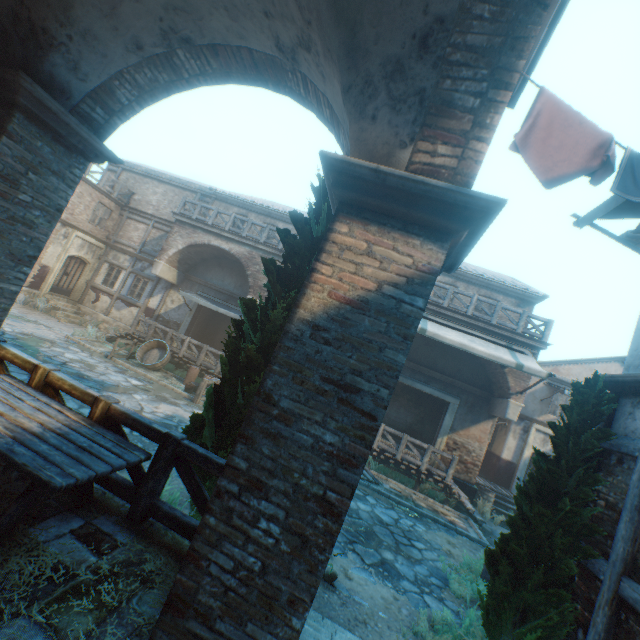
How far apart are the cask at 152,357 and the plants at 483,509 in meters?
14.7 m

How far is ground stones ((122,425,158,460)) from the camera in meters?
7.3

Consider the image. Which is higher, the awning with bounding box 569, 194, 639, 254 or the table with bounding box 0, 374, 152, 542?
the awning with bounding box 569, 194, 639, 254

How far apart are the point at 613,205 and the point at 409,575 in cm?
749

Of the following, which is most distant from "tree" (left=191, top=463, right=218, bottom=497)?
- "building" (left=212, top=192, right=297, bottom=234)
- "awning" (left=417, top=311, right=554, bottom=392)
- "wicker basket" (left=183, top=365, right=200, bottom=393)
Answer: "building" (left=212, top=192, right=297, bottom=234)

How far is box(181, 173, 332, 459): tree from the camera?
4.3m

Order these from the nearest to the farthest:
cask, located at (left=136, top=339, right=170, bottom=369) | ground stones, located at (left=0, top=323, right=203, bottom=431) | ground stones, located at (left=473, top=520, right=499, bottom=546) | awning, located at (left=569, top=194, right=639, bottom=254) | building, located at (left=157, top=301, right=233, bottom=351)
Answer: awning, located at (left=569, top=194, right=639, bottom=254) → ground stones, located at (left=0, top=323, right=203, bottom=431) → ground stones, located at (left=473, top=520, right=499, bottom=546) → cask, located at (left=136, top=339, right=170, bottom=369) → building, located at (left=157, top=301, right=233, bottom=351)

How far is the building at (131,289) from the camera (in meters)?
18.48
